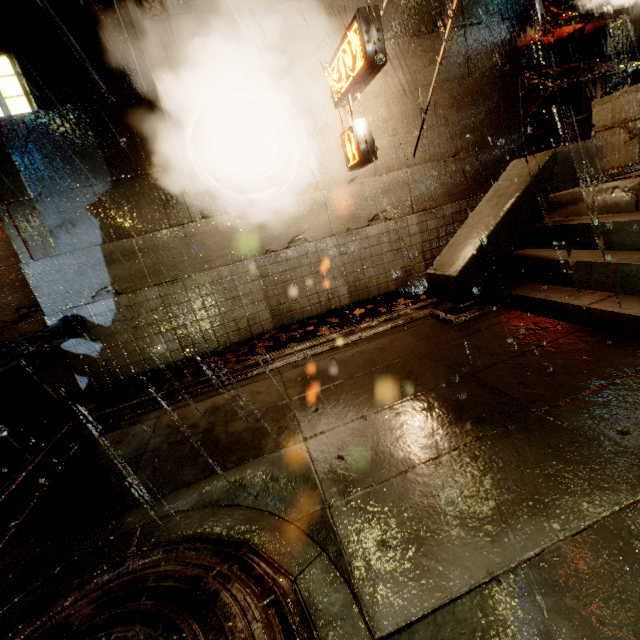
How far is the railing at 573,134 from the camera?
7.45m

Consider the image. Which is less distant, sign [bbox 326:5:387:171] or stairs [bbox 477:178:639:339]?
stairs [bbox 477:178:639:339]

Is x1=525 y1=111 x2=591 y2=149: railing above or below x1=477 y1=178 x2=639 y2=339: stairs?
above

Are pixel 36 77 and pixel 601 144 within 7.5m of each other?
no

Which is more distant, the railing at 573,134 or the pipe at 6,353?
the railing at 573,134

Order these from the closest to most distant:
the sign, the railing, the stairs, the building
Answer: the stairs, the sign, the building, the railing

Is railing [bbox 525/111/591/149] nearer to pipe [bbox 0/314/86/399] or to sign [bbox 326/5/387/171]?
sign [bbox 326/5/387/171]

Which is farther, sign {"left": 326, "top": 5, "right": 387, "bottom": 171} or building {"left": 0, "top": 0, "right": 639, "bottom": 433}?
building {"left": 0, "top": 0, "right": 639, "bottom": 433}
